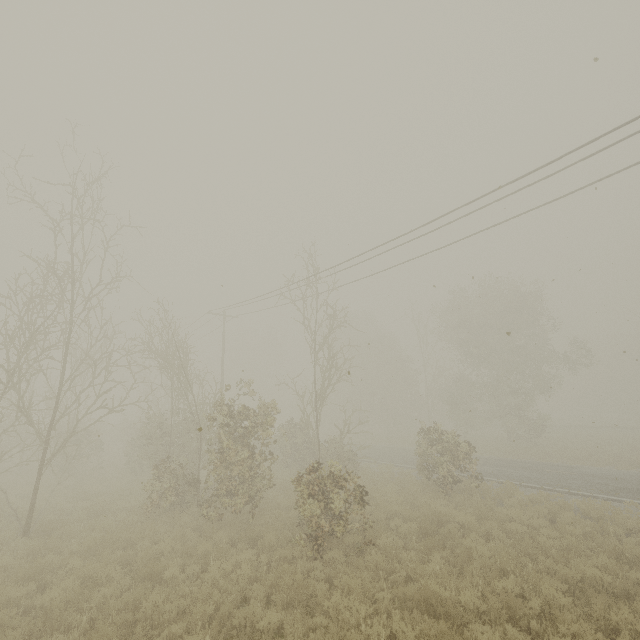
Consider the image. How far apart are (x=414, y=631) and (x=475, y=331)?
27.8m
